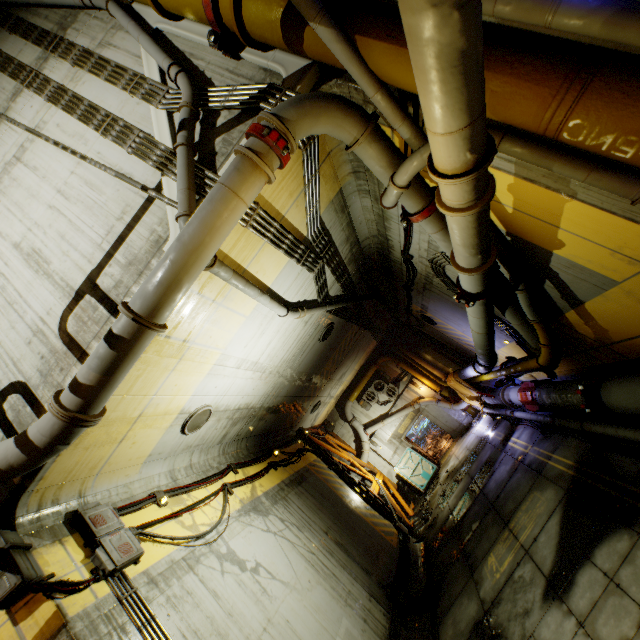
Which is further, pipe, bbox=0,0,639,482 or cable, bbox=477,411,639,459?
cable, bbox=477,411,639,459

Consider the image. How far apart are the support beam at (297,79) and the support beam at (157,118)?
1.5 meters

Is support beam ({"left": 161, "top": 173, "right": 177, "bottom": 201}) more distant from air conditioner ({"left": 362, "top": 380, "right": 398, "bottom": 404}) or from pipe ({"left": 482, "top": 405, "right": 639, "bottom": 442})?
air conditioner ({"left": 362, "top": 380, "right": 398, "bottom": 404})

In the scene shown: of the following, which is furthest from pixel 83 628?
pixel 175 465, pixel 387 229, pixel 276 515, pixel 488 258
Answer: pixel 387 229

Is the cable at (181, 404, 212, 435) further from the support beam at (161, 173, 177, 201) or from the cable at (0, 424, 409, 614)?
the support beam at (161, 173, 177, 201)

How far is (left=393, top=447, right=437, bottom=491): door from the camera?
18.2m

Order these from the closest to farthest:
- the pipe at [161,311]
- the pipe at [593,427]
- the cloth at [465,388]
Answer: the pipe at [161,311] → the pipe at [593,427] → the cloth at [465,388]

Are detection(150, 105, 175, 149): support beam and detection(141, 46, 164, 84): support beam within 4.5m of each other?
yes
